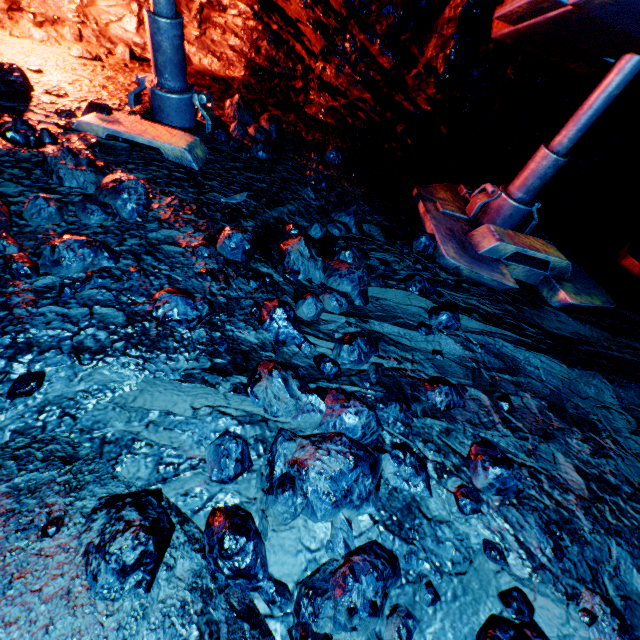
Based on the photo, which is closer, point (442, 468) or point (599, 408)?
point (442, 468)

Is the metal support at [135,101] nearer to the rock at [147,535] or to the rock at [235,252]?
the rock at [147,535]

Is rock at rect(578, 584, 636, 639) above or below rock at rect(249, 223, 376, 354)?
below

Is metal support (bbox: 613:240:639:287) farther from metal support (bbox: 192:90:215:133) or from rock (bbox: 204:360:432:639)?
metal support (bbox: 192:90:215:133)

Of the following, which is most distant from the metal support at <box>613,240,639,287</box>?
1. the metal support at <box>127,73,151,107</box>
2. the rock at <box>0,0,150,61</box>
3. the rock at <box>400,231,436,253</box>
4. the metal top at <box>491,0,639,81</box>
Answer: the metal support at <box>127,73,151,107</box>

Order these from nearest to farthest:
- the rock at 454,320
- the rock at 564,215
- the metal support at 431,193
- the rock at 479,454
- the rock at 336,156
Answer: the rock at 479,454, the rock at 454,320, the metal support at 431,193, the rock at 336,156, the rock at 564,215

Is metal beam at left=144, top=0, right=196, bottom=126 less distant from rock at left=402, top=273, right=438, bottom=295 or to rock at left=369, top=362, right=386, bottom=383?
rock at left=369, top=362, right=386, bottom=383

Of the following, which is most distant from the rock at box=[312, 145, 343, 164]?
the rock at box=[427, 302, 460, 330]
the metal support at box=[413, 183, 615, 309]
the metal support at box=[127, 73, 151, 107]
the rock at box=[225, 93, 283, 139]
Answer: the rock at box=[427, 302, 460, 330]
